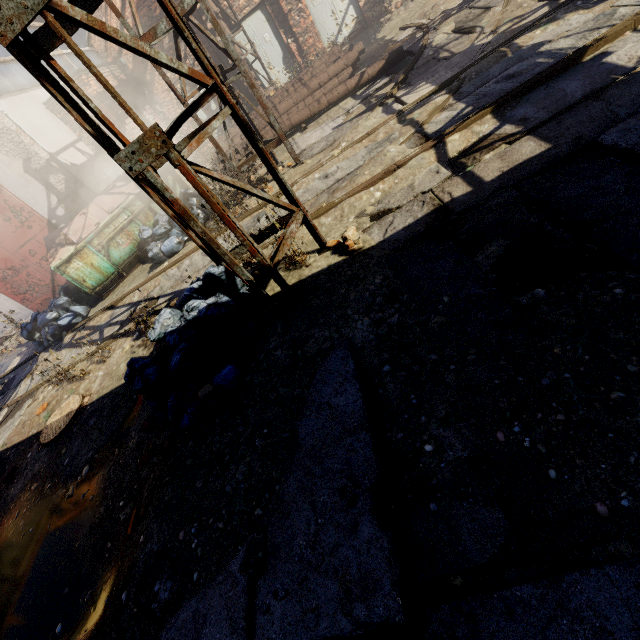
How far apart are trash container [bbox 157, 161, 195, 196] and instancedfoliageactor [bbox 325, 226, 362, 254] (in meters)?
6.41

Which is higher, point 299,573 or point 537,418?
point 299,573

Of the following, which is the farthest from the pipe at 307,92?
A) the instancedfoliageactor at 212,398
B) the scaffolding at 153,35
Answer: the instancedfoliageactor at 212,398

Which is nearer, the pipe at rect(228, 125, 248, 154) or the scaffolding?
the scaffolding

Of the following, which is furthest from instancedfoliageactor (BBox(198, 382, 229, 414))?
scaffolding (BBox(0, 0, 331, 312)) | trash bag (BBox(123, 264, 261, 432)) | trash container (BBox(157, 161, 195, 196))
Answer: trash container (BBox(157, 161, 195, 196))

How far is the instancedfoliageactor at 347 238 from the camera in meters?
4.0

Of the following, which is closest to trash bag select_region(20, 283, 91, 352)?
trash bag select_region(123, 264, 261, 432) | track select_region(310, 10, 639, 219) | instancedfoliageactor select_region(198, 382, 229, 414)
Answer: track select_region(310, 10, 639, 219)

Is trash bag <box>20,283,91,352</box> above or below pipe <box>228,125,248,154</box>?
below
